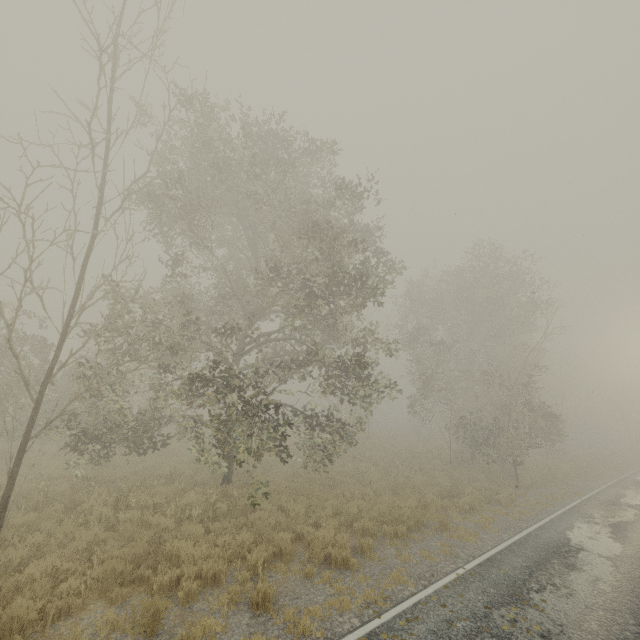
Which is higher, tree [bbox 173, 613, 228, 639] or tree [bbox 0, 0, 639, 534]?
tree [bbox 0, 0, 639, 534]

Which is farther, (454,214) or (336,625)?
(454,214)

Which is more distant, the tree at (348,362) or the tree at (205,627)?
the tree at (348,362)

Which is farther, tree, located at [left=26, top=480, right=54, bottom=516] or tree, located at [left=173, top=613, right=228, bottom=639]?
tree, located at [left=26, top=480, right=54, bottom=516]

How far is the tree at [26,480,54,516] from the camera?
10.1m

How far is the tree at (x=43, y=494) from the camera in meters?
10.1
